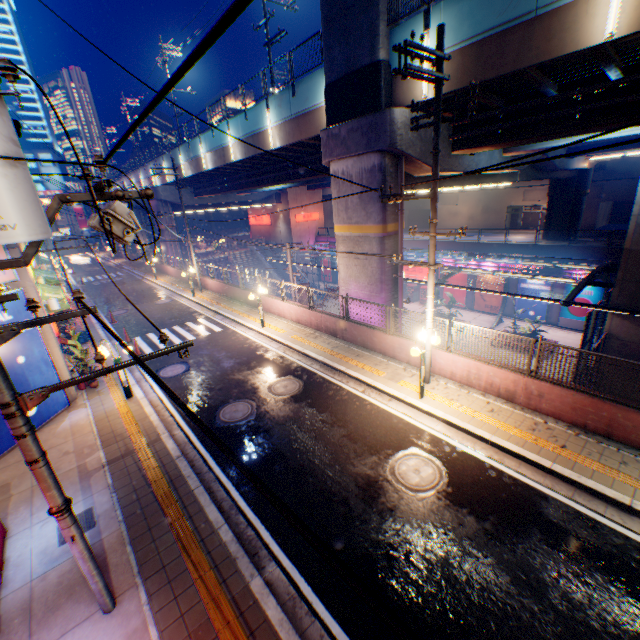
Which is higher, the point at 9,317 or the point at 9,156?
the point at 9,156

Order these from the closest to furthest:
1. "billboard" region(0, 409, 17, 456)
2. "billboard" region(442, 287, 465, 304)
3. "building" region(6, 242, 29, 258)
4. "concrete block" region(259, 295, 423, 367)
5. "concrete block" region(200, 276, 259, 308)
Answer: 1. "billboard" region(0, 409, 17, 456)
2. "building" region(6, 242, 29, 258)
3. "concrete block" region(259, 295, 423, 367)
4. "concrete block" region(200, 276, 259, 308)
5. "billboard" region(442, 287, 465, 304)

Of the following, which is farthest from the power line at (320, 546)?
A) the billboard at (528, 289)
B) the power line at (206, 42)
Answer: the billboard at (528, 289)

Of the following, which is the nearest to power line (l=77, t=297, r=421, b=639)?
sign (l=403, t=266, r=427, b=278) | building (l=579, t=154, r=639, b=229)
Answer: sign (l=403, t=266, r=427, b=278)

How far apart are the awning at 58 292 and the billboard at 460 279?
32.5 meters

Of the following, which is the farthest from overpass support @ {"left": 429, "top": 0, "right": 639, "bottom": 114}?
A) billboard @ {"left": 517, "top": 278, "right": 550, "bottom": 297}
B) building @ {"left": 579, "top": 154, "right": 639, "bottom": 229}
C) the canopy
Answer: building @ {"left": 579, "top": 154, "right": 639, "bottom": 229}

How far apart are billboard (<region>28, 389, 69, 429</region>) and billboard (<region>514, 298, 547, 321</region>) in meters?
33.5 m

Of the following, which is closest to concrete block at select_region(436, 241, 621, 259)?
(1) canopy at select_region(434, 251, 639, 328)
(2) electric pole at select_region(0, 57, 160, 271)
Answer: (1) canopy at select_region(434, 251, 639, 328)
